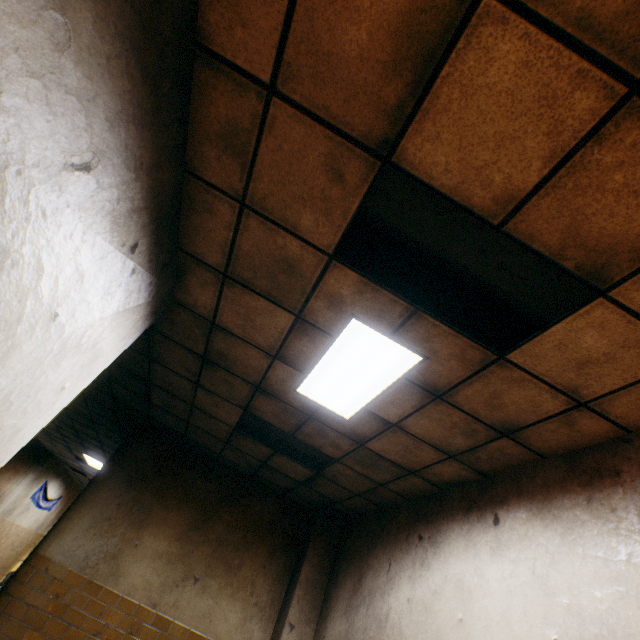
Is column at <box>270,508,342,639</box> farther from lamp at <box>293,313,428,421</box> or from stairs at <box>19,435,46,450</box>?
stairs at <box>19,435,46,450</box>

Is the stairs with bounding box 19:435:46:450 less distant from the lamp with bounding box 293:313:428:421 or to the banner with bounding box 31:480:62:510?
the banner with bounding box 31:480:62:510

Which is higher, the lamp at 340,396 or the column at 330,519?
the lamp at 340,396

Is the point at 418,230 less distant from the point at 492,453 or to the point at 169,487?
the point at 492,453

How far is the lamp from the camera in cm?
244

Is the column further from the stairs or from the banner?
the banner

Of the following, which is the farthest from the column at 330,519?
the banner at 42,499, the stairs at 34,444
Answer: the banner at 42,499

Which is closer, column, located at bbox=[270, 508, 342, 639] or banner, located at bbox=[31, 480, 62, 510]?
column, located at bbox=[270, 508, 342, 639]
